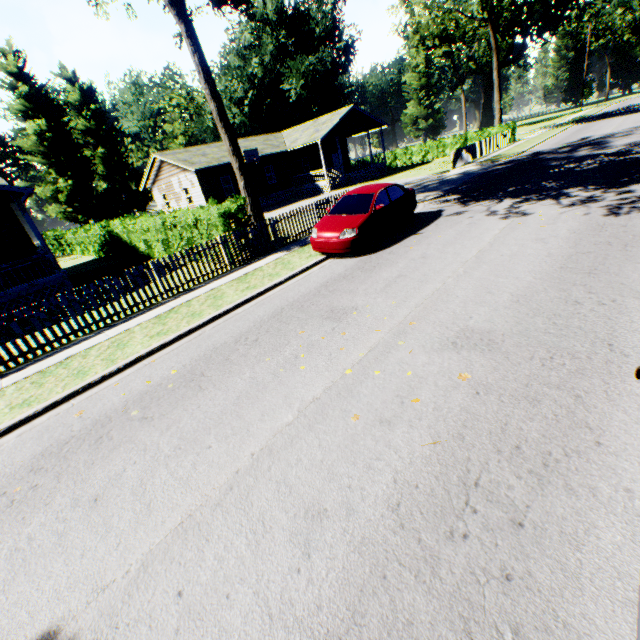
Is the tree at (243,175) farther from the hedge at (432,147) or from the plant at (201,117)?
the hedge at (432,147)

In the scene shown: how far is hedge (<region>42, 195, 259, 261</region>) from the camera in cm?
1191

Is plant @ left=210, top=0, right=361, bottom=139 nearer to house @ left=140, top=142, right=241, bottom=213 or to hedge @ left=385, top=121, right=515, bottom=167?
hedge @ left=385, top=121, right=515, bottom=167

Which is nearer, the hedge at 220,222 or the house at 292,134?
the hedge at 220,222

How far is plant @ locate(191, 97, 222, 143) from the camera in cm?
4803

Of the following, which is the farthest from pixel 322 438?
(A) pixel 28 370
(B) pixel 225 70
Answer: (B) pixel 225 70

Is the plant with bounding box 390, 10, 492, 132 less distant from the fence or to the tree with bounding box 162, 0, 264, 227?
the fence

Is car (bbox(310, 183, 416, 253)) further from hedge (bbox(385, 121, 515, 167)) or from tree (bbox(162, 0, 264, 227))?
hedge (bbox(385, 121, 515, 167))
